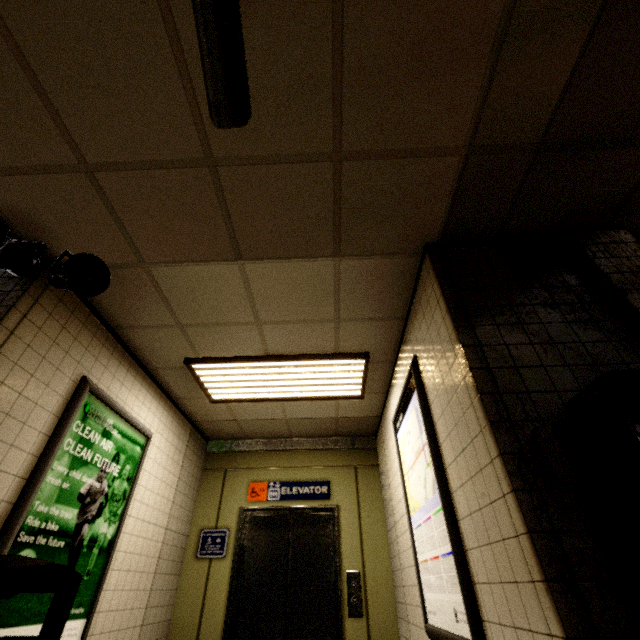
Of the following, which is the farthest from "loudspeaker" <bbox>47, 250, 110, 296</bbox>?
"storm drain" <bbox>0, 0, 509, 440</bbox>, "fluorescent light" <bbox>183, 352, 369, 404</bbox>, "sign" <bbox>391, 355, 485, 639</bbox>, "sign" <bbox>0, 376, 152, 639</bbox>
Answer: "sign" <bbox>391, 355, 485, 639</bbox>

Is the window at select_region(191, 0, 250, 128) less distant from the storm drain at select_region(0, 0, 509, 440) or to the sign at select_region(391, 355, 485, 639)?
the storm drain at select_region(0, 0, 509, 440)

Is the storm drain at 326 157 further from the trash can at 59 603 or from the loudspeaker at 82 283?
the trash can at 59 603

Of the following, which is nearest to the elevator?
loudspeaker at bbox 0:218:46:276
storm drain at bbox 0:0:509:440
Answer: storm drain at bbox 0:0:509:440

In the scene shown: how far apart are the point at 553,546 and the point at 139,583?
4.0 meters

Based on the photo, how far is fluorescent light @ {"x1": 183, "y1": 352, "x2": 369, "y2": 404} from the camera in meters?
3.4

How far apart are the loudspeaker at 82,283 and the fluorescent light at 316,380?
1.30m

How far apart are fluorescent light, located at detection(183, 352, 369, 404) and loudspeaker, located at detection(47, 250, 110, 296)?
1.3 meters
